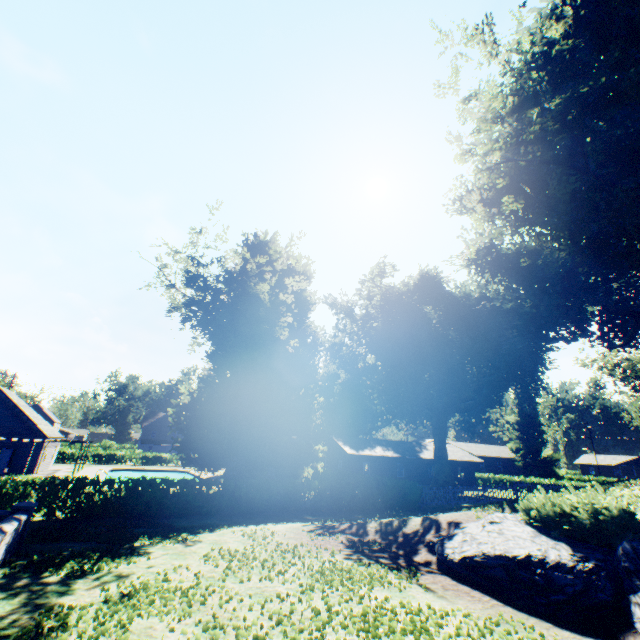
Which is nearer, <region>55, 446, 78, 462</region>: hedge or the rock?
the rock

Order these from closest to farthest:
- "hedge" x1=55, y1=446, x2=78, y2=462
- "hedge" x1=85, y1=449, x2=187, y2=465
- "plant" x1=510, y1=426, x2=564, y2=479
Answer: "hedge" x1=55, y1=446, x2=78, y2=462 → "hedge" x1=85, y1=449, x2=187, y2=465 → "plant" x1=510, y1=426, x2=564, y2=479

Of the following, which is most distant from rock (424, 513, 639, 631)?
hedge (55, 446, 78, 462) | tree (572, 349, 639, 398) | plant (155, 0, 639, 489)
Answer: hedge (55, 446, 78, 462)

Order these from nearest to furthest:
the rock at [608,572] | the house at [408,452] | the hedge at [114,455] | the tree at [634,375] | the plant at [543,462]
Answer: the rock at [608,572] < the house at [408,452] < the tree at [634,375] < the hedge at [114,455] < the plant at [543,462]

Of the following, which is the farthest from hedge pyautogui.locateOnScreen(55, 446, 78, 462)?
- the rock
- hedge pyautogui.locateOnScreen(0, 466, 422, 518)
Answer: the rock

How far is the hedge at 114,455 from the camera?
48.41m

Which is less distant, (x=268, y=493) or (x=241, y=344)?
(x=268, y=493)

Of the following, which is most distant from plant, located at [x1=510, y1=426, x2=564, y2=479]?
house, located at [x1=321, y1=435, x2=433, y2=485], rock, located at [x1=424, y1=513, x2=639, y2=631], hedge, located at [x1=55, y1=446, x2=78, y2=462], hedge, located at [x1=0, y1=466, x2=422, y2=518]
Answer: house, located at [x1=321, y1=435, x2=433, y2=485]
